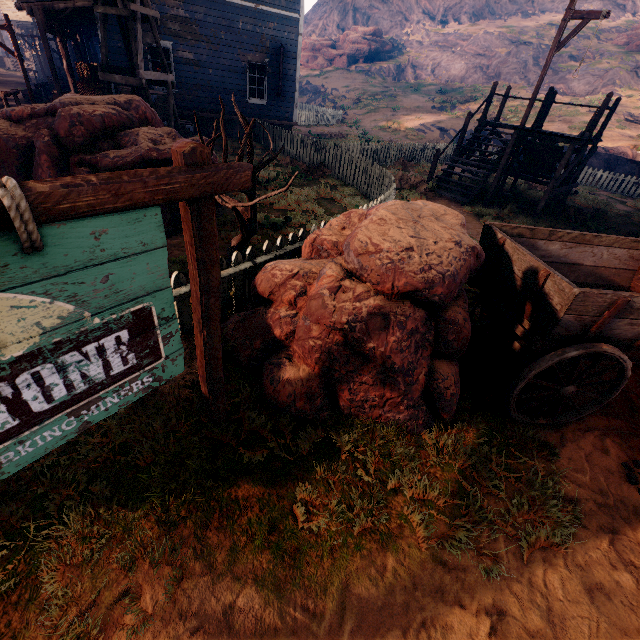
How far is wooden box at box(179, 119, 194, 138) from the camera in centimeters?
1293cm

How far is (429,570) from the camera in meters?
2.3

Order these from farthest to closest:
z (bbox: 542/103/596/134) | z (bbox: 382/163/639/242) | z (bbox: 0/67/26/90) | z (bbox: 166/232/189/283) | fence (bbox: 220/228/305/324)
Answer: z (bbox: 542/103/596/134) → z (bbox: 0/67/26/90) → z (bbox: 382/163/639/242) → z (bbox: 166/232/189/283) → fence (bbox: 220/228/305/324)

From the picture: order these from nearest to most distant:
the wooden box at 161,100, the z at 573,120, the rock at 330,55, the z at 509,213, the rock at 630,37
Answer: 1. the z at 509,213
2. the wooden box at 161,100
3. the z at 573,120
4. the rock at 630,37
5. the rock at 330,55

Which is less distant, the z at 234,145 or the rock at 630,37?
the z at 234,145

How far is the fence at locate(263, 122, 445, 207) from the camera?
9.6 meters

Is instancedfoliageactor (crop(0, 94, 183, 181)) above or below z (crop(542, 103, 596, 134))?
below
